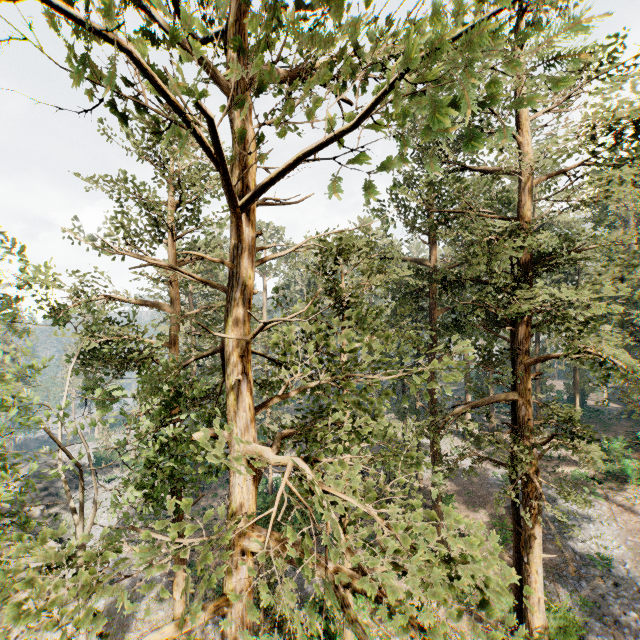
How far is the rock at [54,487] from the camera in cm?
3402

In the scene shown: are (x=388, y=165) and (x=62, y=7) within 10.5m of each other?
yes

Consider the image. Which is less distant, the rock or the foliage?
the foliage

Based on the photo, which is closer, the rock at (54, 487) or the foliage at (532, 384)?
the foliage at (532, 384)

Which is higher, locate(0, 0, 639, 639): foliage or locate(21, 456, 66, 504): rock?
locate(0, 0, 639, 639): foliage

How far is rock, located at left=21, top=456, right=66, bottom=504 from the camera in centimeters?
3402cm
